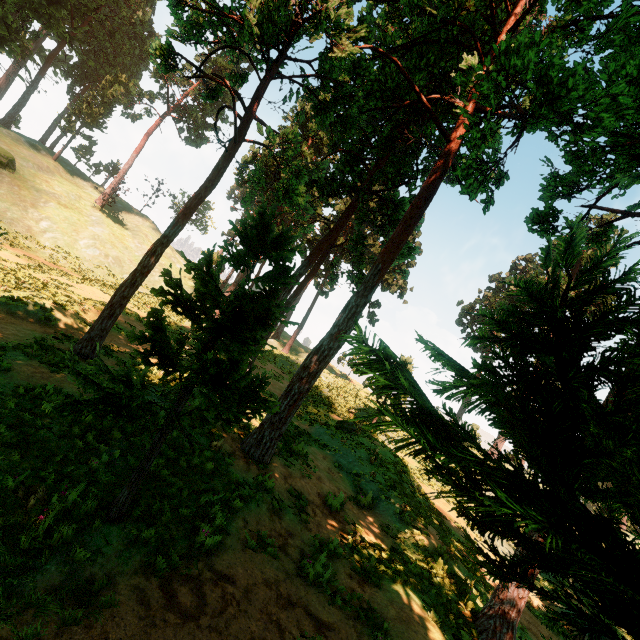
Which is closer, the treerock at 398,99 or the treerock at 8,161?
the treerock at 398,99

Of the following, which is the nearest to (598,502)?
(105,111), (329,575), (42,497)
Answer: (329,575)

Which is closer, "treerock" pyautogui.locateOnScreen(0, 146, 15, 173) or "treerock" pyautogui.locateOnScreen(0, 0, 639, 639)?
"treerock" pyautogui.locateOnScreen(0, 0, 639, 639)
